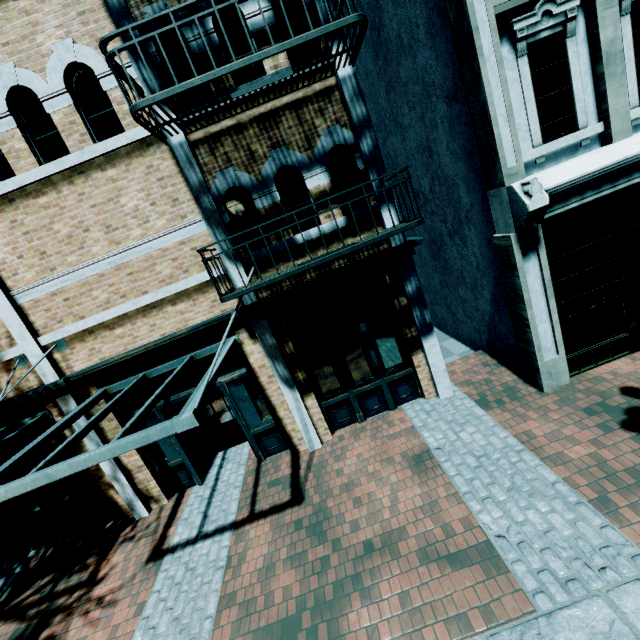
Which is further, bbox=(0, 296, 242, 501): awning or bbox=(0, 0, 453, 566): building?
bbox=(0, 0, 453, 566): building

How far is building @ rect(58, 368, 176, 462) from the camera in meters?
6.4 m

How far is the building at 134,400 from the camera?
6.4m

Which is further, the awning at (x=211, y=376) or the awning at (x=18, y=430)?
the awning at (x=18, y=430)

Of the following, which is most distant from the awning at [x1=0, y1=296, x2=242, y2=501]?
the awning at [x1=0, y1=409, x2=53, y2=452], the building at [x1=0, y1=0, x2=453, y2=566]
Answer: the awning at [x1=0, y1=409, x2=53, y2=452]

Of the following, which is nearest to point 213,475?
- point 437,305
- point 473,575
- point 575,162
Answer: point 473,575

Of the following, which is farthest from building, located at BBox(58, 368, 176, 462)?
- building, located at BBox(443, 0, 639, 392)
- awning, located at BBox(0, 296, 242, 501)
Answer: building, located at BBox(443, 0, 639, 392)
